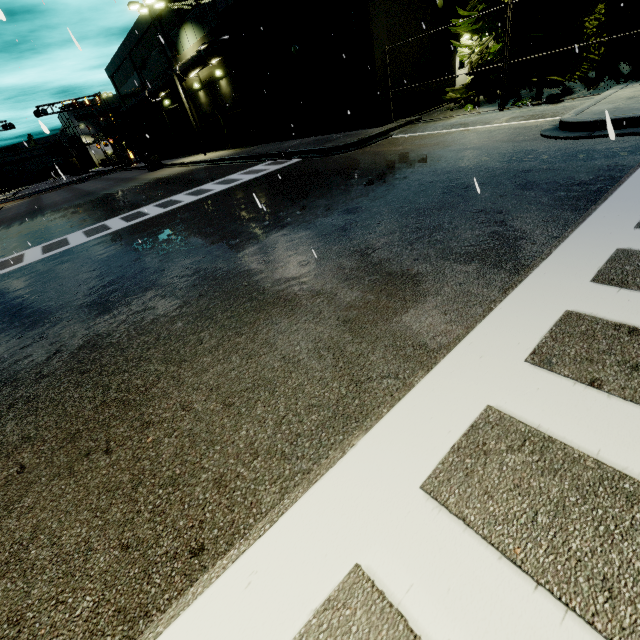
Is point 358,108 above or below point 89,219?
above

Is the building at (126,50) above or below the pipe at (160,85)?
above

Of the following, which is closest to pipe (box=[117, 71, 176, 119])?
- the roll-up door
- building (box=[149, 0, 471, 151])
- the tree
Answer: building (box=[149, 0, 471, 151])

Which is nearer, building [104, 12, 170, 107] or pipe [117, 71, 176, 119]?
pipe [117, 71, 176, 119]

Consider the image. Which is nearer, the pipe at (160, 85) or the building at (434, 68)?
the building at (434, 68)

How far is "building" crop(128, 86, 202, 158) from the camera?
31.42m

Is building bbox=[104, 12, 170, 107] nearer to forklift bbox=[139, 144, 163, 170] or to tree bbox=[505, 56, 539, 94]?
forklift bbox=[139, 144, 163, 170]

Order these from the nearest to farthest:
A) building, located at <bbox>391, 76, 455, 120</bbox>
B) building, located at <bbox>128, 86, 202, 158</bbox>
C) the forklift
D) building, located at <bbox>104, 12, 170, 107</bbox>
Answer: building, located at <bbox>391, 76, 455, 120</bbox> → building, located at <bbox>104, 12, 170, 107</bbox> → the forklift → building, located at <bbox>128, 86, 202, 158</bbox>
